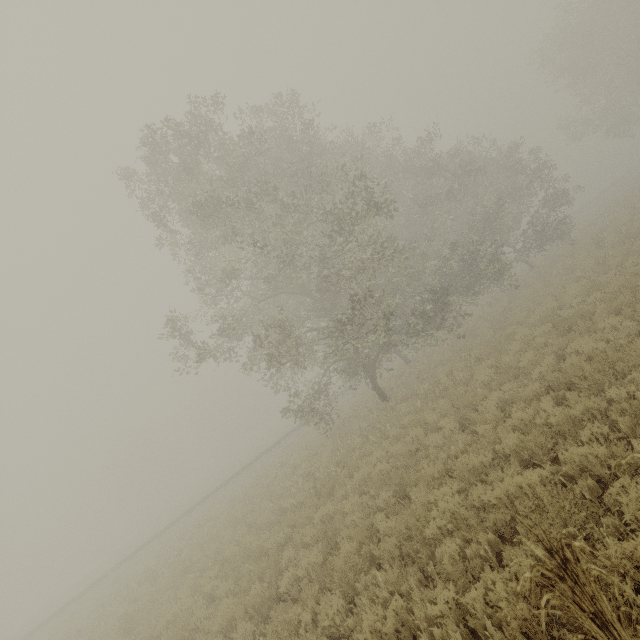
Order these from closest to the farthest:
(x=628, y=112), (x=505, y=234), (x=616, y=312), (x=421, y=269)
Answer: (x=616, y=312) < (x=505, y=234) < (x=421, y=269) < (x=628, y=112)

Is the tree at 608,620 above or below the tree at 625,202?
above

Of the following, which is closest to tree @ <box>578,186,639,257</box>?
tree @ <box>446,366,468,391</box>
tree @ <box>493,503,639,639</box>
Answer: tree @ <box>493,503,639,639</box>

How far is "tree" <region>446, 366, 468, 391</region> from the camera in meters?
11.9

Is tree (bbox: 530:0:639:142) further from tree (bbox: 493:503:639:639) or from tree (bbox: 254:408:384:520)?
tree (bbox: 254:408:384:520)

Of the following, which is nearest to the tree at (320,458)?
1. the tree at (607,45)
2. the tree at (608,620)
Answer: the tree at (608,620)
